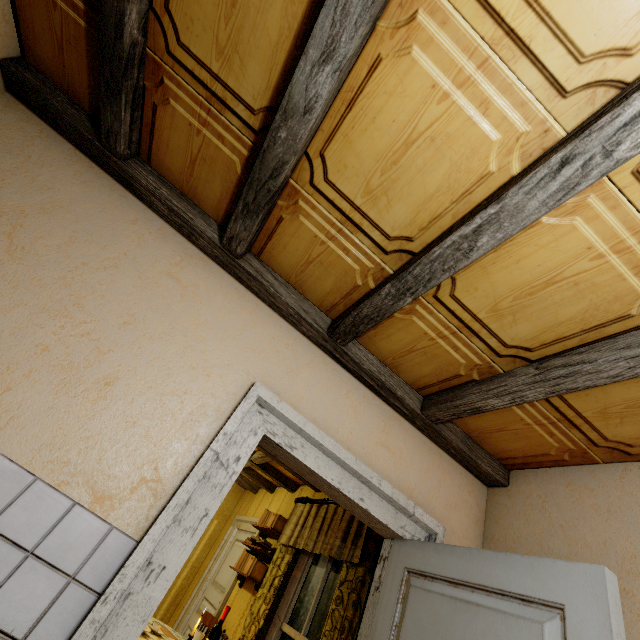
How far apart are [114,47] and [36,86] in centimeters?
78cm

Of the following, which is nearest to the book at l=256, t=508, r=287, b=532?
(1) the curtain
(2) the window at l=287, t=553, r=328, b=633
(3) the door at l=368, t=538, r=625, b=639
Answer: (1) the curtain

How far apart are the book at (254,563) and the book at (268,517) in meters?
0.4

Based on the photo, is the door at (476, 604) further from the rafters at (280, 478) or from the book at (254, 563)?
the book at (254, 563)

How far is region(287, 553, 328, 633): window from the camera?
3.1m

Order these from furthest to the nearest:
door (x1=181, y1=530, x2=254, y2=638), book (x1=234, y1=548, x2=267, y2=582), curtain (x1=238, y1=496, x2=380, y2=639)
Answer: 1. door (x1=181, y1=530, x2=254, y2=638)
2. book (x1=234, y1=548, x2=267, y2=582)
3. curtain (x1=238, y1=496, x2=380, y2=639)

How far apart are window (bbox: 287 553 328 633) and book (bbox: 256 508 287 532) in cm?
80

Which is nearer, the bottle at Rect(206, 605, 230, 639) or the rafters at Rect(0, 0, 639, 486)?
the rafters at Rect(0, 0, 639, 486)
